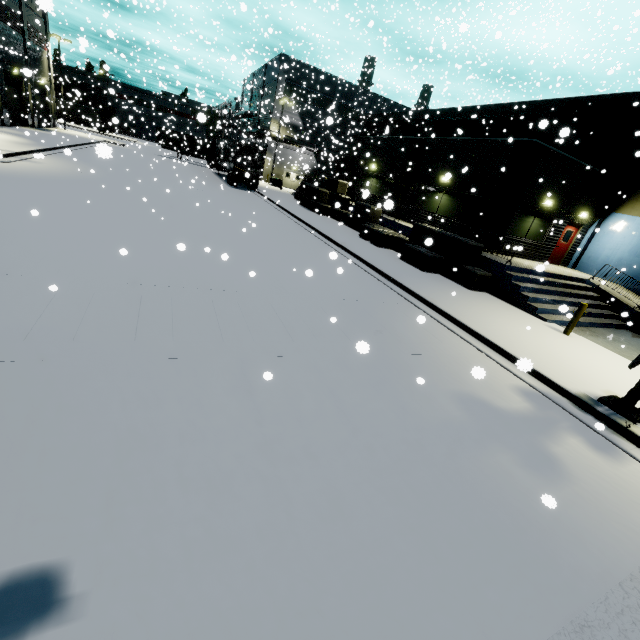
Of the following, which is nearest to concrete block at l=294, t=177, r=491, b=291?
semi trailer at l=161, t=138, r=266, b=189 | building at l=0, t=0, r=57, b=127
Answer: building at l=0, t=0, r=57, b=127

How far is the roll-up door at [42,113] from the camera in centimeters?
2693cm

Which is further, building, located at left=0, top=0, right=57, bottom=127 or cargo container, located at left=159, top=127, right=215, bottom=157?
cargo container, located at left=159, top=127, right=215, bottom=157

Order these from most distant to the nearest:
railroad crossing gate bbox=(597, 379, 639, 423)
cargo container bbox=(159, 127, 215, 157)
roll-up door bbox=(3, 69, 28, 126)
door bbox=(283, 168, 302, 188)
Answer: door bbox=(283, 168, 302, 188), cargo container bbox=(159, 127, 215, 157), roll-up door bbox=(3, 69, 28, 126), railroad crossing gate bbox=(597, 379, 639, 423)

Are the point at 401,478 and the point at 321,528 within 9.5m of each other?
yes

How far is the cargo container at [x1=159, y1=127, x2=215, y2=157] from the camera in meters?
36.3 m

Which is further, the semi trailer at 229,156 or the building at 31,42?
the semi trailer at 229,156

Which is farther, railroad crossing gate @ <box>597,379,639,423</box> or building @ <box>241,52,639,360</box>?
building @ <box>241,52,639,360</box>
